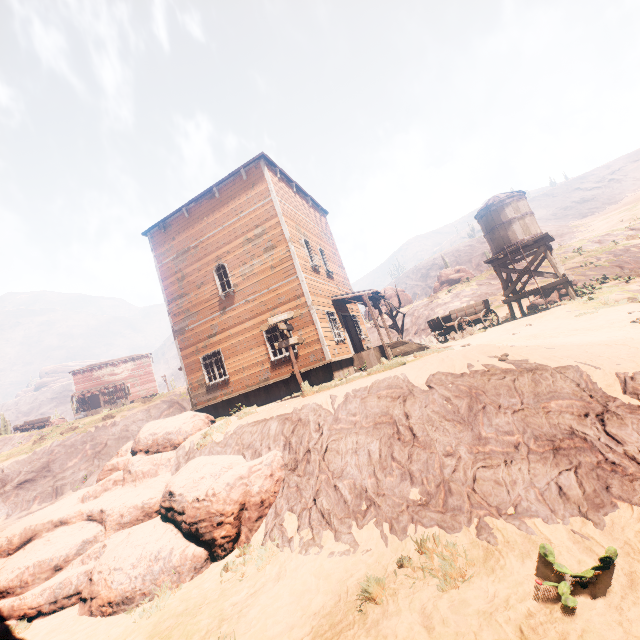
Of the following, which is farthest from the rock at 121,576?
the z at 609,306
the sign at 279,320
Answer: the sign at 279,320

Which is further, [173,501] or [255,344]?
[255,344]

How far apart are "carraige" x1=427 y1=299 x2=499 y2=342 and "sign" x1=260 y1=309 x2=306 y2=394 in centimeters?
821cm

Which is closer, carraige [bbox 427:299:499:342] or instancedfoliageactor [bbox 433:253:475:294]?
carraige [bbox 427:299:499:342]

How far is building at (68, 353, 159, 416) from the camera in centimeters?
4419cm

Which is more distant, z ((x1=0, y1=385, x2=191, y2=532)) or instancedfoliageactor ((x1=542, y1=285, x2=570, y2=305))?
z ((x1=0, y1=385, x2=191, y2=532))

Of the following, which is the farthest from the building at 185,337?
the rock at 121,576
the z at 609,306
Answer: the rock at 121,576

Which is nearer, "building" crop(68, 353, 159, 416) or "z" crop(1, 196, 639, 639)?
"z" crop(1, 196, 639, 639)
